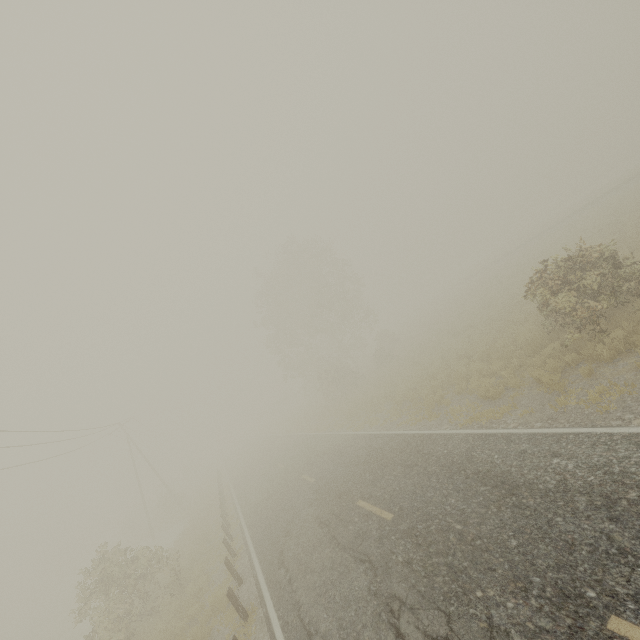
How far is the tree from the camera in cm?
3494

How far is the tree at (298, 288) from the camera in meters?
34.9

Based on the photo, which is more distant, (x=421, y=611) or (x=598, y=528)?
(x=421, y=611)
